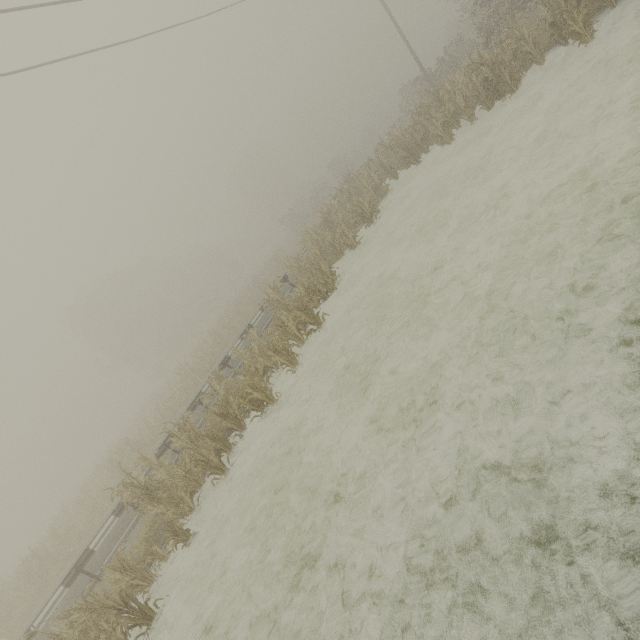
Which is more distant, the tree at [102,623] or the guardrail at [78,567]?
the guardrail at [78,567]

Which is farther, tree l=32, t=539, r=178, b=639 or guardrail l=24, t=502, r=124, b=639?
guardrail l=24, t=502, r=124, b=639

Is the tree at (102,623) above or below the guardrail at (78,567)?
below

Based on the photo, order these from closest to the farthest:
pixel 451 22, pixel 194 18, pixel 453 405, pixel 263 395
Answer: pixel 453 405 < pixel 263 395 < pixel 194 18 < pixel 451 22

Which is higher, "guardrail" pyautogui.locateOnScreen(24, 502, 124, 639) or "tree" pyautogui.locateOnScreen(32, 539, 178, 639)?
"guardrail" pyautogui.locateOnScreen(24, 502, 124, 639)
